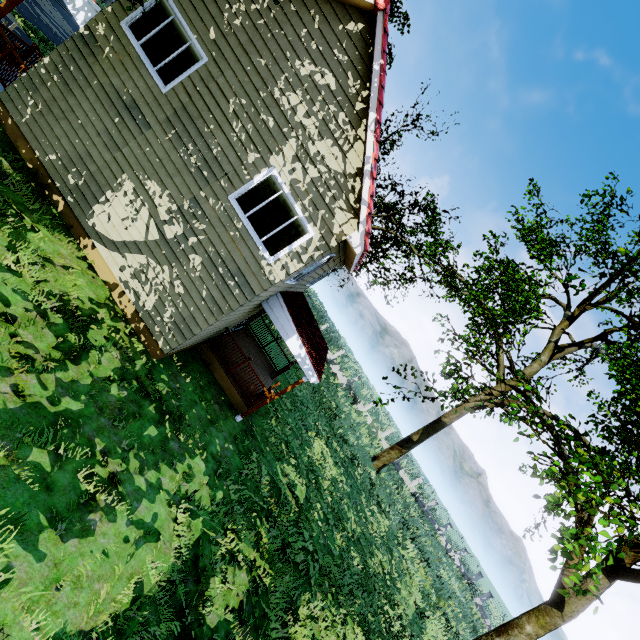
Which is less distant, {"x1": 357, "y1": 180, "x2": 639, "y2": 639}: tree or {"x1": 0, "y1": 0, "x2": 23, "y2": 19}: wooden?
{"x1": 357, "y1": 180, "x2": 639, "y2": 639}: tree

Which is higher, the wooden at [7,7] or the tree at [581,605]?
the tree at [581,605]

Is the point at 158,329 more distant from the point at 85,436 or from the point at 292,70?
the point at 292,70

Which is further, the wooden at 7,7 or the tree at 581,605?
the wooden at 7,7

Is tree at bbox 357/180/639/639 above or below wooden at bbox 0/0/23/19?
above
